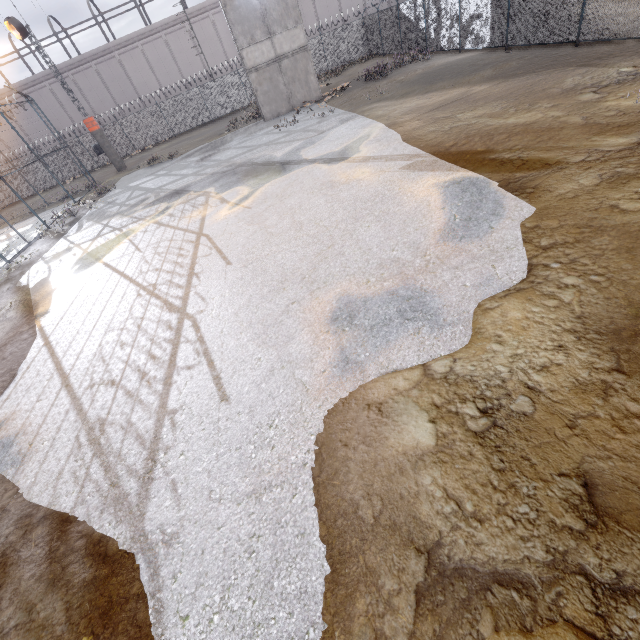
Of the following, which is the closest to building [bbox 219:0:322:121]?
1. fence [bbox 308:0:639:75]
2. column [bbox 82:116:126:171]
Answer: fence [bbox 308:0:639:75]

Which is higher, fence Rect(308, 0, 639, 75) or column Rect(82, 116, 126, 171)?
column Rect(82, 116, 126, 171)

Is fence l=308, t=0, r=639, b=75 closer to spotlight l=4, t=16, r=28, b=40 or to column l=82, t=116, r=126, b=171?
column l=82, t=116, r=126, b=171

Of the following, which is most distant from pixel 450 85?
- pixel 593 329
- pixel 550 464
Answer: pixel 550 464

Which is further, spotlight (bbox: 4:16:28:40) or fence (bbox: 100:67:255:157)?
fence (bbox: 100:67:255:157)

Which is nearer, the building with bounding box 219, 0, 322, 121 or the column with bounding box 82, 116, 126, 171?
the building with bounding box 219, 0, 322, 121

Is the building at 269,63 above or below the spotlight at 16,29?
below

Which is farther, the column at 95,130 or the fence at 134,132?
the fence at 134,132
